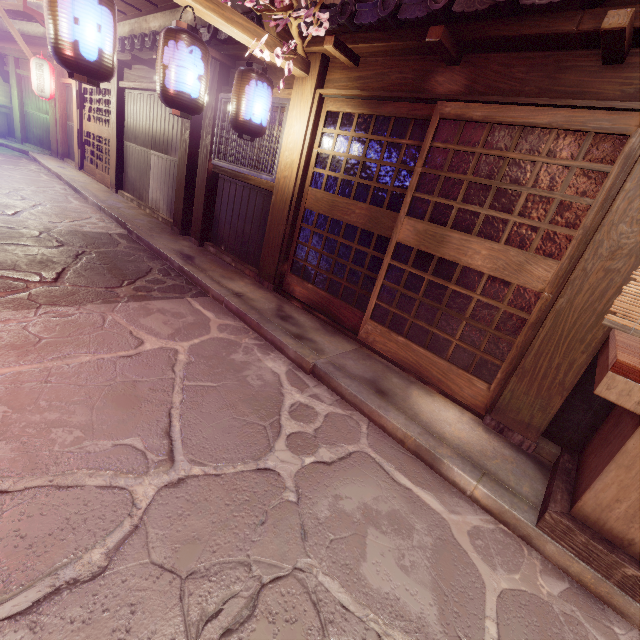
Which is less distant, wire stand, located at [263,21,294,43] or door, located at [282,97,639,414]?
door, located at [282,97,639,414]

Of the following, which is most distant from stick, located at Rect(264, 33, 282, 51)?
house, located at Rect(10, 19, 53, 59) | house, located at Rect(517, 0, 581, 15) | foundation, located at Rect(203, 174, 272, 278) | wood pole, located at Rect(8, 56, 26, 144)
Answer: wood pole, located at Rect(8, 56, 26, 144)

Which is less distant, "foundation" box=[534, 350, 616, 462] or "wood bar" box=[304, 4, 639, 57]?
"wood bar" box=[304, 4, 639, 57]

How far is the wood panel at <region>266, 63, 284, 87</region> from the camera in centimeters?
859cm

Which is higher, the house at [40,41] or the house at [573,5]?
the house at [40,41]

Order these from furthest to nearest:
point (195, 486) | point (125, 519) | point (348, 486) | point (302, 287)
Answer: point (302, 287), point (348, 486), point (195, 486), point (125, 519)

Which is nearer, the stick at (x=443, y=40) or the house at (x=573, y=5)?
the house at (x=573, y=5)

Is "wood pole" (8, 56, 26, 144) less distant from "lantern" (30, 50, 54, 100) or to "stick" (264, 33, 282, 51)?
"lantern" (30, 50, 54, 100)
